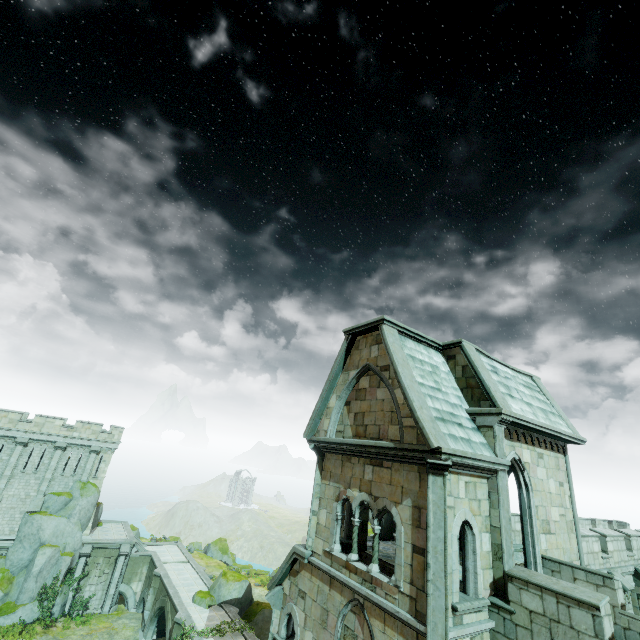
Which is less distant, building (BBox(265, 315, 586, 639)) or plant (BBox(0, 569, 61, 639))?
building (BBox(265, 315, 586, 639))

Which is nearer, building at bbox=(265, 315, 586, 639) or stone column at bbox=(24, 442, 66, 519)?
building at bbox=(265, 315, 586, 639)

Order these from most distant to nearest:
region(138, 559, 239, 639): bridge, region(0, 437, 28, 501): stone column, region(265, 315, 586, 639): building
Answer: region(0, 437, 28, 501): stone column < region(138, 559, 239, 639): bridge < region(265, 315, 586, 639): building

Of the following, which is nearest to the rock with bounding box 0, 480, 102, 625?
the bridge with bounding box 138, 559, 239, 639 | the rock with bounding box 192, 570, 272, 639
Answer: the bridge with bounding box 138, 559, 239, 639

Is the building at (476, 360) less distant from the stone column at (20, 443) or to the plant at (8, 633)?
the stone column at (20, 443)

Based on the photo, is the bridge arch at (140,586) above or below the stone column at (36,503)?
below

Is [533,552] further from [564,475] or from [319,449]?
[319,449]

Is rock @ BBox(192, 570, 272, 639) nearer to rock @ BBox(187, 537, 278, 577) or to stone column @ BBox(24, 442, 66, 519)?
stone column @ BBox(24, 442, 66, 519)
